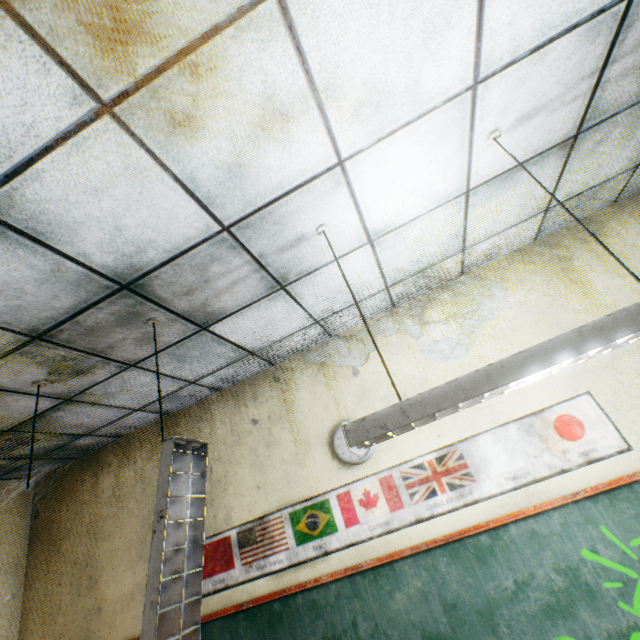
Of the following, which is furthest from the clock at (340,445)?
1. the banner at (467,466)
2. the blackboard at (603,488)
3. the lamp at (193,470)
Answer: the lamp at (193,470)

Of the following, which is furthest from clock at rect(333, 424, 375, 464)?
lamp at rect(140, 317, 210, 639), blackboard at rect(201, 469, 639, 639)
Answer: lamp at rect(140, 317, 210, 639)

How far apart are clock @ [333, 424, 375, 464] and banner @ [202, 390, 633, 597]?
0.10m

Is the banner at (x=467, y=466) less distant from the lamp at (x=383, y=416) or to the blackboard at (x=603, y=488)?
the blackboard at (x=603, y=488)

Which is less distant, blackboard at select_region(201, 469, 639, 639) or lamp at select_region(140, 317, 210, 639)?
lamp at select_region(140, 317, 210, 639)

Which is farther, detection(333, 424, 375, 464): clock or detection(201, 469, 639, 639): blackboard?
detection(333, 424, 375, 464): clock

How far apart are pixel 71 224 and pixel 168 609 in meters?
1.7 m

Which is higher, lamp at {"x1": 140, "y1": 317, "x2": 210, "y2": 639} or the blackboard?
lamp at {"x1": 140, "y1": 317, "x2": 210, "y2": 639}
